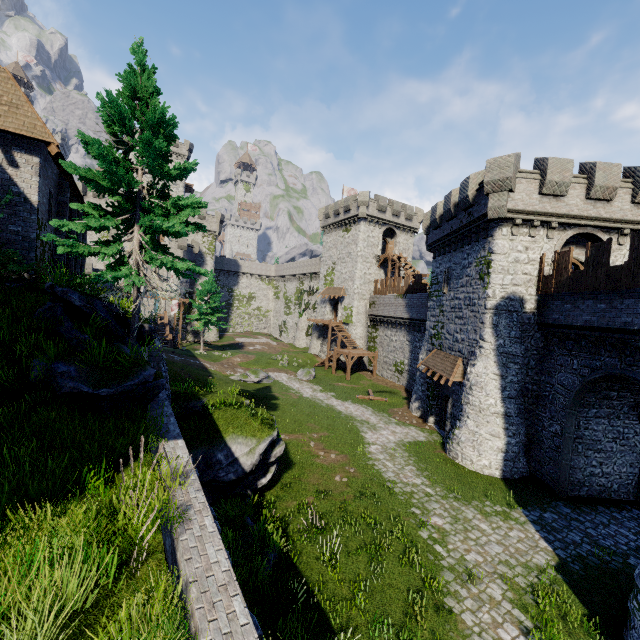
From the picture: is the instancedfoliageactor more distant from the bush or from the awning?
the bush

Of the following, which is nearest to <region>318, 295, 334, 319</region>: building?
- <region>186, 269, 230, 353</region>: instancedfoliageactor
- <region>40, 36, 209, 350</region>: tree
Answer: <region>186, 269, 230, 353</region>: instancedfoliageactor

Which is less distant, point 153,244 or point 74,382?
point 74,382

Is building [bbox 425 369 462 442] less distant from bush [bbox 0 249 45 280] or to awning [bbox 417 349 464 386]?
awning [bbox 417 349 464 386]

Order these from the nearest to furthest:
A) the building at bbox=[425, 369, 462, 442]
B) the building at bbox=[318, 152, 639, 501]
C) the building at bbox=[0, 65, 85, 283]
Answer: the building at bbox=[0, 65, 85, 283], the building at bbox=[318, 152, 639, 501], the building at bbox=[425, 369, 462, 442]

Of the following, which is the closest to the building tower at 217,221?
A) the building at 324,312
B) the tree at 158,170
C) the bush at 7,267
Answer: the building at 324,312

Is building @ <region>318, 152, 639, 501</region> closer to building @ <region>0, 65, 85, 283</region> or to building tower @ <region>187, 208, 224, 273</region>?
building @ <region>0, 65, 85, 283</region>

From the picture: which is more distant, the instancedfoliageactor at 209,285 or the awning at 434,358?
the instancedfoliageactor at 209,285
